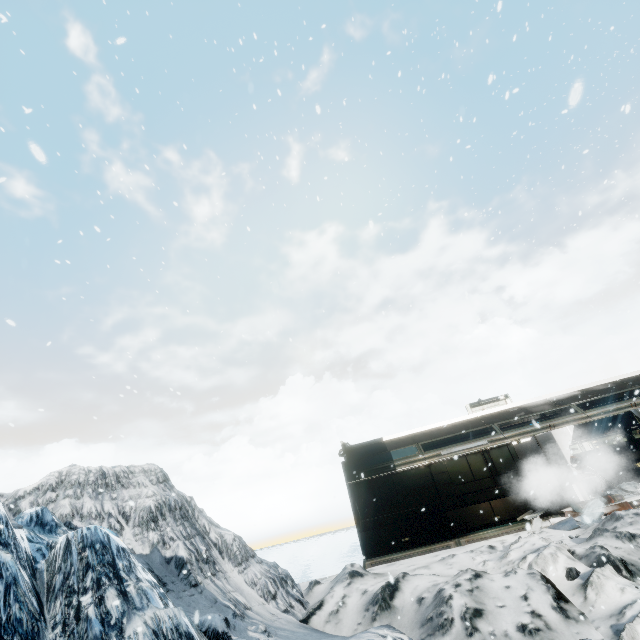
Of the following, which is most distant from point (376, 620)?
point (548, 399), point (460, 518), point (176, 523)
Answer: point (548, 399)
